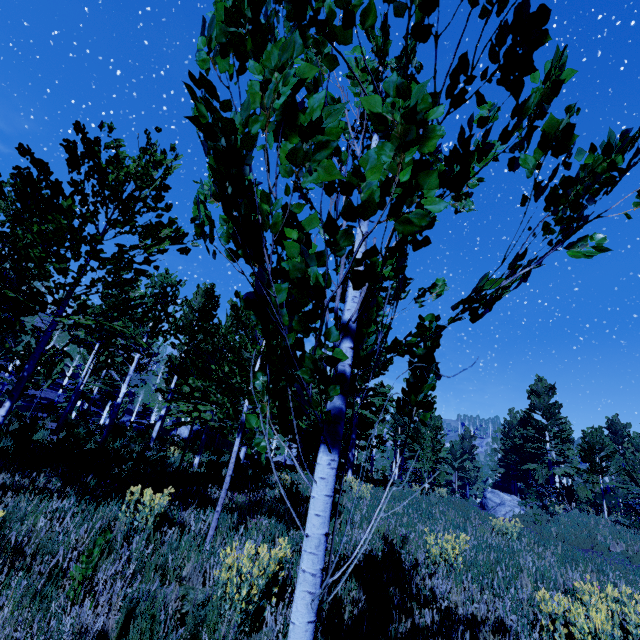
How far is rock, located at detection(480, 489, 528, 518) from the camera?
20.8 meters

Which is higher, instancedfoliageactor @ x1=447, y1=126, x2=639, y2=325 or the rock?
instancedfoliageactor @ x1=447, y1=126, x2=639, y2=325

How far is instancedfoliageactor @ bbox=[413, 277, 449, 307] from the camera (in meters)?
2.18

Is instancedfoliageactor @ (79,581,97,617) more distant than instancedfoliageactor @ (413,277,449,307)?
Yes

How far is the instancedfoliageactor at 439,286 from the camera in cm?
218

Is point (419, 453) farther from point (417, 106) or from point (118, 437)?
point (417, 106)
